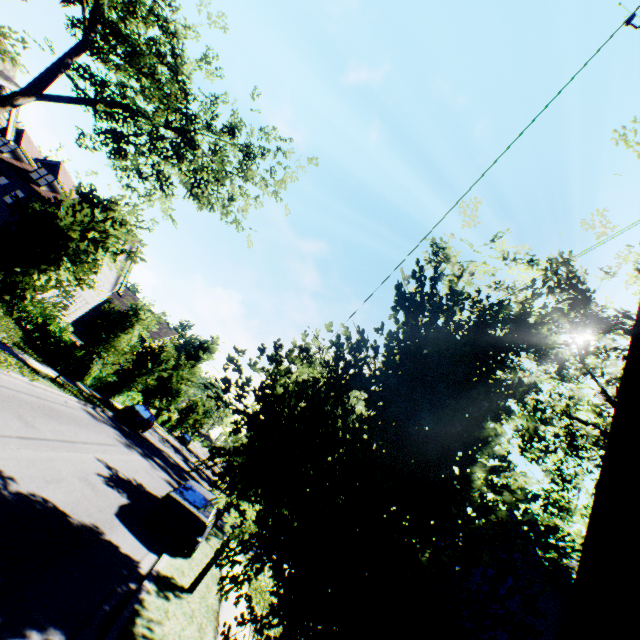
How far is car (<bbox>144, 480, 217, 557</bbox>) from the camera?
9.7 meters

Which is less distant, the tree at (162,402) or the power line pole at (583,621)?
the power line pole at (583,621)

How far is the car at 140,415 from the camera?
24.6m

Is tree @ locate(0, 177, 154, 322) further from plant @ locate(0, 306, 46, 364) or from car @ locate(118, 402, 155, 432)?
plant @ locate(0, 306, 46, 364)

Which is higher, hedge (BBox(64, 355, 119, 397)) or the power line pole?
the power line pole

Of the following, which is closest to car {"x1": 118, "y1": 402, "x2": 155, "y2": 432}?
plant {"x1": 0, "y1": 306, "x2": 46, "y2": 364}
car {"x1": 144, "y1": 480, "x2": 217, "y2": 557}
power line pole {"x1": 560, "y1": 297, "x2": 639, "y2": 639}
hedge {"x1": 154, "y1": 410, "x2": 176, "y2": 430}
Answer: plant {"x1": 0, "y1": 306, "x2": 46, "y2": 364}

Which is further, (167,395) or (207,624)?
(167,395)

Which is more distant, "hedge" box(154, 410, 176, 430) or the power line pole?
"hedge" box(154, 410, 176, 430)
